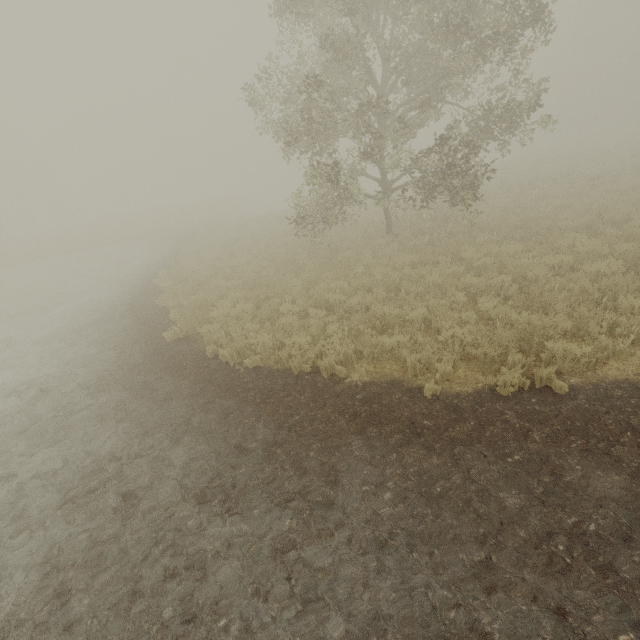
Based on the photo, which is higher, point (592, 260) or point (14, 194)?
point (14, 194)
